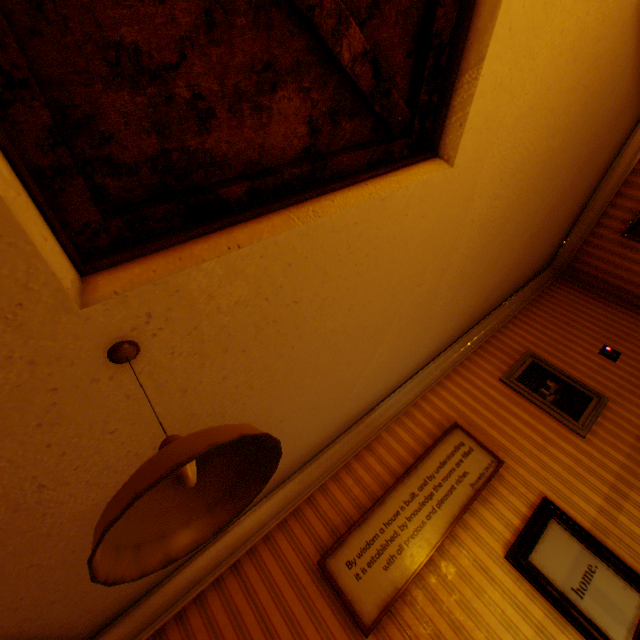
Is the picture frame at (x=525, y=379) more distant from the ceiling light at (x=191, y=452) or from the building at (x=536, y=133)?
the ceiling light at (x=191, y=452)

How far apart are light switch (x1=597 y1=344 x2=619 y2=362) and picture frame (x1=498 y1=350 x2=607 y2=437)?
0.74m

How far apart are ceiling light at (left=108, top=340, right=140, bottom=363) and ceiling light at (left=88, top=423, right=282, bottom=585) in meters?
0.4 m

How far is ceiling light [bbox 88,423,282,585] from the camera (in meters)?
0.67

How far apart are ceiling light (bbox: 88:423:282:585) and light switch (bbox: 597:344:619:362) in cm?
529

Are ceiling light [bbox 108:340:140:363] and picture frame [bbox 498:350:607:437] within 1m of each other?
no

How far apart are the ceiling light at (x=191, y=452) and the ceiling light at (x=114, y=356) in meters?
0.4

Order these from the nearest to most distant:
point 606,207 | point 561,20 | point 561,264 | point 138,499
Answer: point 138,499 < point 561,20 < point 606,207 < point 561,264
